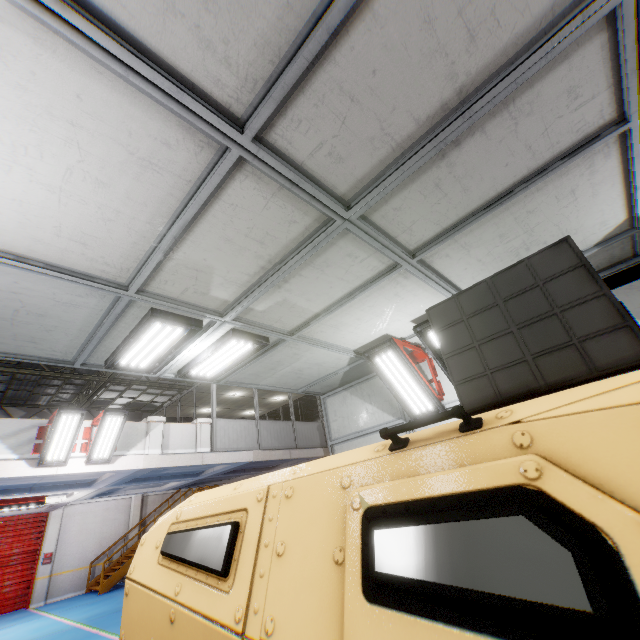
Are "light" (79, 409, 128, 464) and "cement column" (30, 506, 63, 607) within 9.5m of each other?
no

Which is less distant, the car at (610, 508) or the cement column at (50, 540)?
the car at (610, 508)

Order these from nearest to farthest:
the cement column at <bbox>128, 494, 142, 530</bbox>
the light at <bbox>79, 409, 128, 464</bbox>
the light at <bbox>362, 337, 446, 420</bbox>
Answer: the light at <bbox>362, 337, 446, 420</bbox> → the light at <bbox>79, 409, 128, 464</bbox> → the cement column at <bbox>128, 494, 142, 530</bbox>

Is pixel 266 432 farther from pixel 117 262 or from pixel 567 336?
pixel 567 336

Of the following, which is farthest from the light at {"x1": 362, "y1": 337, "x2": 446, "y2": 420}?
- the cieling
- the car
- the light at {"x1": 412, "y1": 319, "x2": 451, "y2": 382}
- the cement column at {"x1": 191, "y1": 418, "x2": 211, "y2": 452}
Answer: the cieling

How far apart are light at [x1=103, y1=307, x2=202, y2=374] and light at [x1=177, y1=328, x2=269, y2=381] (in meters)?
0.38

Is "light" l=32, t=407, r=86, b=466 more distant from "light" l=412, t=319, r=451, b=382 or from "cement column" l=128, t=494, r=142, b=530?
"cement column" l=128, t=494, r=142, b=530

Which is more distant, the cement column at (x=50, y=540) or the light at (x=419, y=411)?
the cement column at (x=50, y=540)
